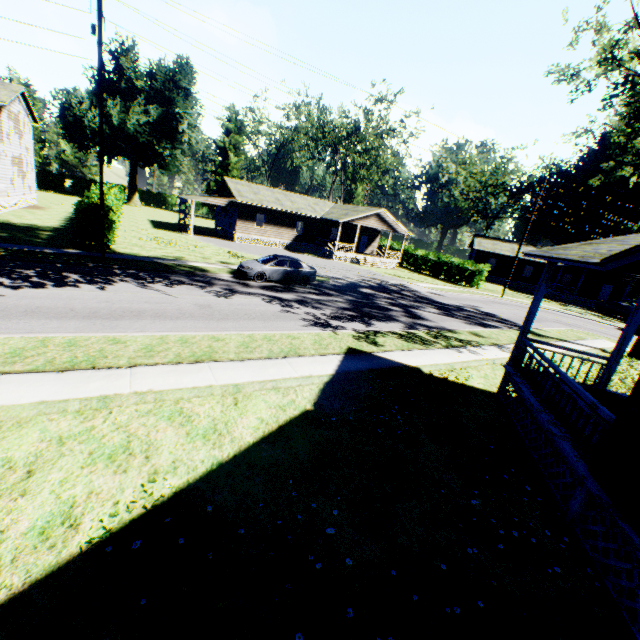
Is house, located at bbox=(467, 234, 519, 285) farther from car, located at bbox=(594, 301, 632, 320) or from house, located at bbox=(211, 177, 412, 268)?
house, located at bbox=(211, 177, 412, 268)

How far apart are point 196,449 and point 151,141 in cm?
6085

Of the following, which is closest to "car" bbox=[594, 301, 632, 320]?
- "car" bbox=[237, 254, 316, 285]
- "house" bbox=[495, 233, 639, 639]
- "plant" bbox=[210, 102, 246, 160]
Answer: "house" bbox=[495, 233, 639, 639]

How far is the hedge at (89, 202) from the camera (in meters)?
17.45

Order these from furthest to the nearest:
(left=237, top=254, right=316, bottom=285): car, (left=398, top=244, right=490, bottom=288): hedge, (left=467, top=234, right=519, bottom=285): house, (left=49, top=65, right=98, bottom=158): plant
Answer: (left=49, top=65, right=98, bottom=158): plant
(left=467, top=234, right=519, bottom=285): house
(left=398, top=244, right=490, bottom=288): hedge
(left=237, top=254, right=316, bottom=285): car

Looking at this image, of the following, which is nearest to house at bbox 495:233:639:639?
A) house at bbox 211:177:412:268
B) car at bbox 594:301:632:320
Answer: house at bbox 211:177:412:268

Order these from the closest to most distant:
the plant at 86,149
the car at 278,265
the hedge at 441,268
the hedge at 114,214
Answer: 1. the hedge at 114,214
2. the car at 278,265
3. the hedge at 441,268
4. the plant at 86,149

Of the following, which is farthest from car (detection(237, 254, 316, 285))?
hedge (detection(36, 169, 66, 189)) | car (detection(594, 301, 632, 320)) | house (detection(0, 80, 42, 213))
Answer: hedge (detection(36, 169, 66, 189))
